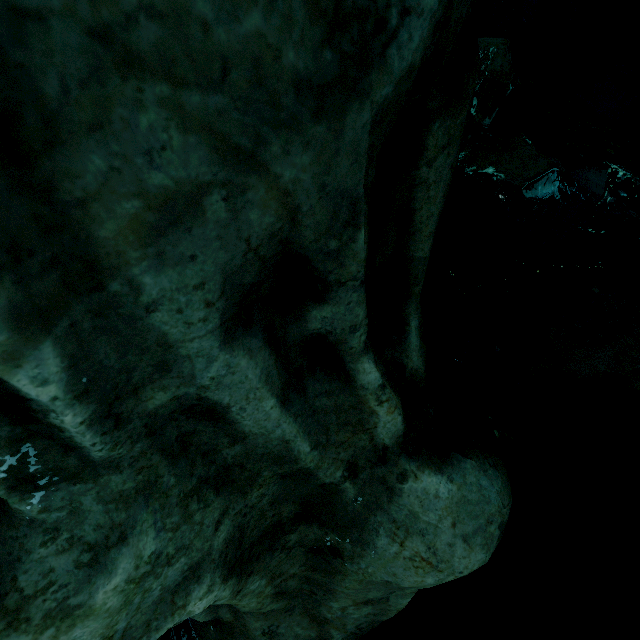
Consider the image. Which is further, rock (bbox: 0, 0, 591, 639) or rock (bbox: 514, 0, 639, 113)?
rock (bbox: 514, 0, 639, 113)

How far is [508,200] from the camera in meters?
4.1

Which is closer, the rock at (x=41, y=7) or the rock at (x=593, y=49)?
the rock at (x=41, y=7)
